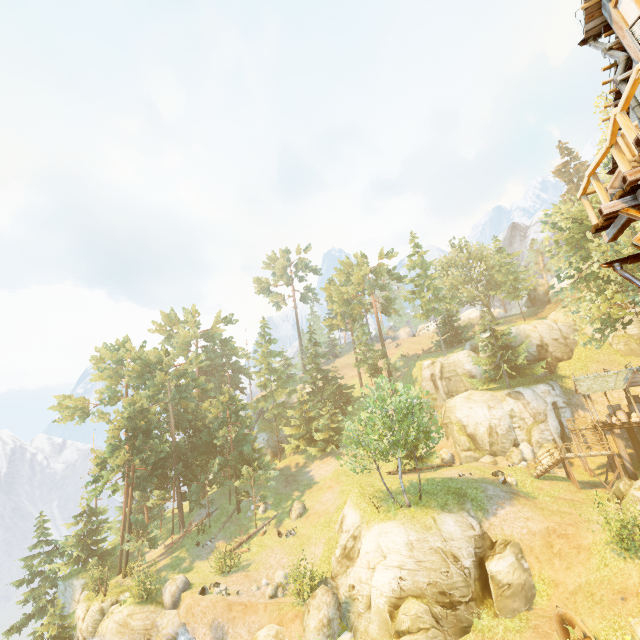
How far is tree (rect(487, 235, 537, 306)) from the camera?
47.5m

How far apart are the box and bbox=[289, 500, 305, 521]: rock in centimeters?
3496cm

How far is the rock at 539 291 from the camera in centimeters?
5853cm

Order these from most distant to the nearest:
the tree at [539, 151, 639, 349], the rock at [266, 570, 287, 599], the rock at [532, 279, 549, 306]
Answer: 1. the rock at [532, 279, 549, 306]
2. the tree at [539, 151, 639, 349]
3. the rock at [266, 570, 287, 599]

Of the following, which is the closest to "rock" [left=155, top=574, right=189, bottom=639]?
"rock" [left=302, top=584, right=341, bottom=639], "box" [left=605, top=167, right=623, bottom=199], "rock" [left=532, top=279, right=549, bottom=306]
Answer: "rock" [left=302, top=584, right=341, bottom=639]

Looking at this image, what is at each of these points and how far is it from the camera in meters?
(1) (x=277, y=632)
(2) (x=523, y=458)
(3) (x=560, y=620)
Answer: (1) rock, 19.9 m
(2) rock, 32.6 m
(3) boat, 16.3 m

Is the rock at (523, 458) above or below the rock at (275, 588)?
above
